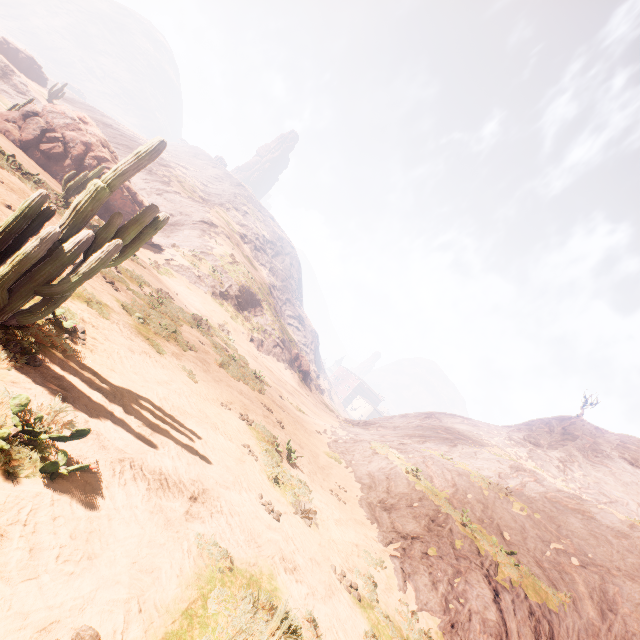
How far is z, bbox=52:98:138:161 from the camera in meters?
53.2

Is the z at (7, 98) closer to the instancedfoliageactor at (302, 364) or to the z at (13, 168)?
the z at (13, 168)

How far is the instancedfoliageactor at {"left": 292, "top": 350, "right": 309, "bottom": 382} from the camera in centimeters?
4747cm

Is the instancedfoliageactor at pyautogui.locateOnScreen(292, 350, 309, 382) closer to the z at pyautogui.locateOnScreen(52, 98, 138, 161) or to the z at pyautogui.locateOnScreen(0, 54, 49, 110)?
the z at pyautogui.locateOnScreen(52, 98, 138, 161)

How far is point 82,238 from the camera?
4.7 meters

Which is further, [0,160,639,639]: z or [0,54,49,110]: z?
[0,54,49,110]: z

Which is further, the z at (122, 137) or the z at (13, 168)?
the z at (122, 137)
